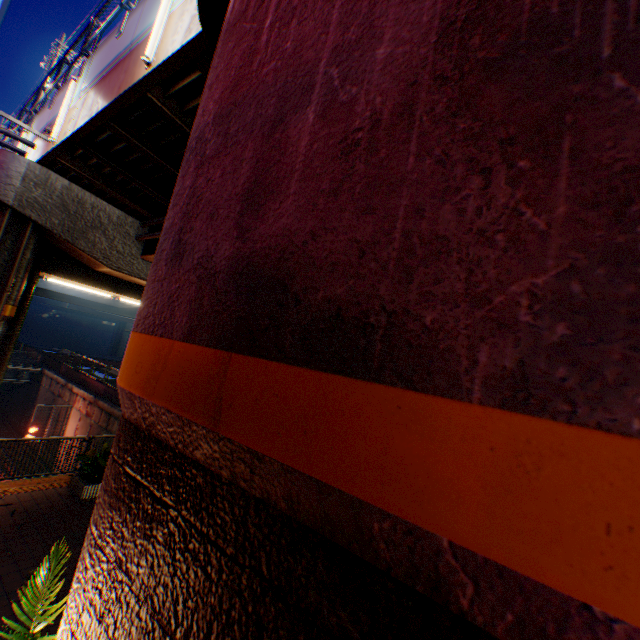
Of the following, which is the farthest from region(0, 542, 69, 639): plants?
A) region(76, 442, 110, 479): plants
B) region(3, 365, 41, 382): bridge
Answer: region(3, 365, 41, 382): bridge

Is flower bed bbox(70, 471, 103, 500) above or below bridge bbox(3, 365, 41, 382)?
above

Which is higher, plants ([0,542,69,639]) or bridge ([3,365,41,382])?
plants ([0,542,69,639])

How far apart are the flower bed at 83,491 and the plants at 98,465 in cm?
4

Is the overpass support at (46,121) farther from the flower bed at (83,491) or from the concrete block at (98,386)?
the flower bed at (83,491)

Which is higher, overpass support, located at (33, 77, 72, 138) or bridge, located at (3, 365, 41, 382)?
overpass support, located at (33, 77, 72, 138)

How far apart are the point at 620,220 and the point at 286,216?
1.05m

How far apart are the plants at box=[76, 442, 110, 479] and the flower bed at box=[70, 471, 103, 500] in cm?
4
